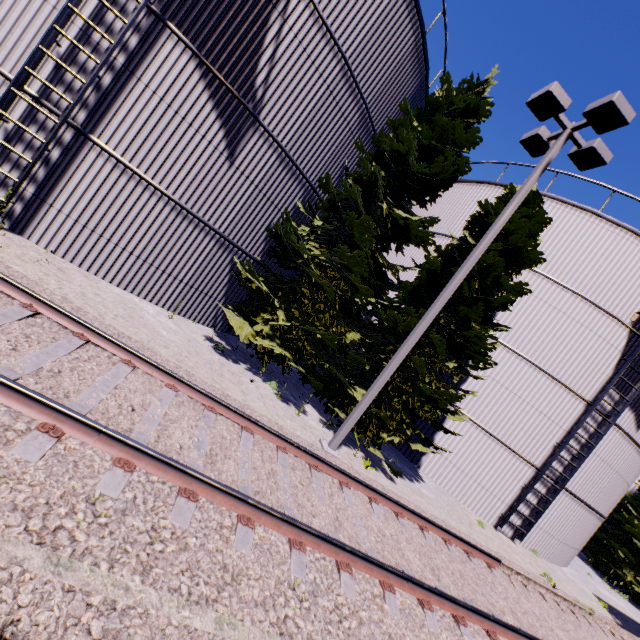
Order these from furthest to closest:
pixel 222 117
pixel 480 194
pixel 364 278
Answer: pixel 480 194 → pixel 364 278 → pixel 222 117

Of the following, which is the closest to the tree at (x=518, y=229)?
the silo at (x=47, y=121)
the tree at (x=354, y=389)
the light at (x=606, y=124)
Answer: the tree at (x=354, y=389)

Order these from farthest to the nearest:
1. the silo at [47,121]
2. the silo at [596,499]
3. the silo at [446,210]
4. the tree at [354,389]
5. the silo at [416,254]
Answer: the silo at [416,254] → the silo at [446,210] → the silo at [596,499] → the tree at [354,389] → the silo at [47,121]

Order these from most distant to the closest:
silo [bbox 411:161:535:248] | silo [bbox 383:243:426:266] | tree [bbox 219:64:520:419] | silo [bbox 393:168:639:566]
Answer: silo [bbox 383:243:426:266], silo [bbox 411:161:535:248], silo [bbox 393:168:639:566], tree [bbox 219:64:520:419]

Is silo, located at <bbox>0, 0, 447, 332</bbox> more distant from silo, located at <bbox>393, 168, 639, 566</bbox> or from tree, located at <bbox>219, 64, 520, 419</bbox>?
silo, located at <bbox>393, 168, 639, 566</bbox>

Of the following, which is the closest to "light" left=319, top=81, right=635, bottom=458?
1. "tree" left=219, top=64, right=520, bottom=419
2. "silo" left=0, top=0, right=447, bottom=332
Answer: "tree" left=219, top=64, right=520, bottom=419

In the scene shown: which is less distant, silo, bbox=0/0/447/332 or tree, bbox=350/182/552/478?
silo, bbox=0/0/447/332

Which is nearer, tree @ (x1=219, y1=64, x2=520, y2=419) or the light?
the light
